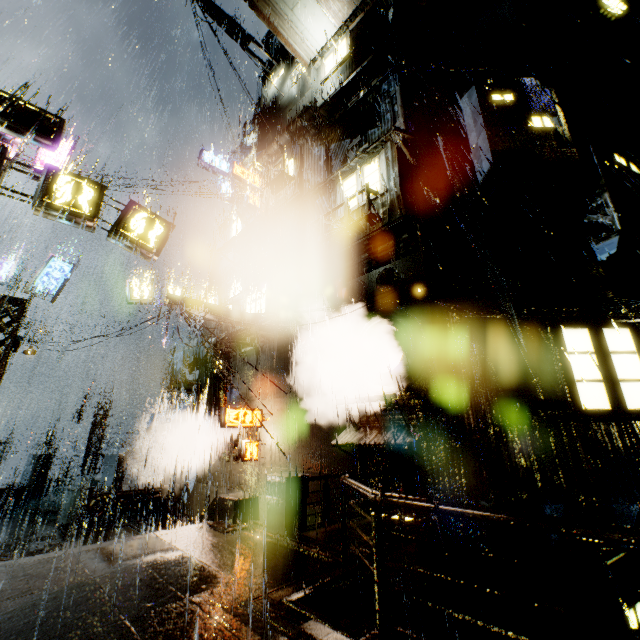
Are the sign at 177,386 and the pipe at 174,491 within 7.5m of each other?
yes

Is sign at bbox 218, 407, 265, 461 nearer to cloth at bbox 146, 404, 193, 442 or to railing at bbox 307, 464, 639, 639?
cloth at bbox 146, 404, 193, 442

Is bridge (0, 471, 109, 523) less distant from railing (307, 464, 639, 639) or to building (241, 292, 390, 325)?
building (241, 292, 390, 325)

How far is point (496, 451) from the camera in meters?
7.4 m

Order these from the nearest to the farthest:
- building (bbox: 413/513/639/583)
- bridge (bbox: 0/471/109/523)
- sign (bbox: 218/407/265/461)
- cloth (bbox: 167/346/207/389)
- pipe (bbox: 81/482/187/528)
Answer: building (bbox: 413/513/639/583) < sign (bbox: 218/407/265/461) < pipe (bbox: 81/482/187/528) < bridge (bbox: 0/471/109/523) < cloth (bbox: 167/346/207/389)

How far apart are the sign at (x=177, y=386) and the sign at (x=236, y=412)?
6.8m

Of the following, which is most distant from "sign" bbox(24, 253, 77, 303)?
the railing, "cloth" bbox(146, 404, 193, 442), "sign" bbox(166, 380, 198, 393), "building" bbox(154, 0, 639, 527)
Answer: the railing

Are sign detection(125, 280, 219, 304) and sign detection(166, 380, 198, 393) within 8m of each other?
yes
